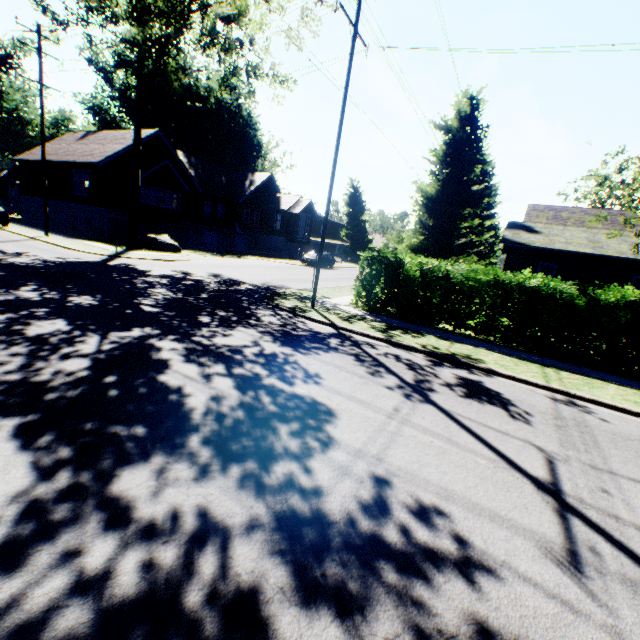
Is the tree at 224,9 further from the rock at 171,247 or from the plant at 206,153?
the plant at 206,153

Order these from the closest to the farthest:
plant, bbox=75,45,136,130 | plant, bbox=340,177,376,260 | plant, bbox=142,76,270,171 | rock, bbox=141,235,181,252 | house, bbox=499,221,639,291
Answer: house, bbox=499,221,639,291
rock, bbox=141,235,181,252
plant, bbox=142,76,270,171
plant, bbox=75,45,136,130
plant, bbox=340,177,376,260

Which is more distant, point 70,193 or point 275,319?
point 70,193

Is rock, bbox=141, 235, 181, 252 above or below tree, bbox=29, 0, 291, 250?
below

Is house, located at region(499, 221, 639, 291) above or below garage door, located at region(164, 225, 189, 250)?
above

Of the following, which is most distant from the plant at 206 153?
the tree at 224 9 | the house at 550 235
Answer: the house at 550 235

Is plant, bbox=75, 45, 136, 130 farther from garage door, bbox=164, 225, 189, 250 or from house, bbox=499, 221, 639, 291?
house, bbox=499, 221, 639, 291

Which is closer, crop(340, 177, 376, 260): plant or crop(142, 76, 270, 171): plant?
crop(142, 76, 270, 171): plant
